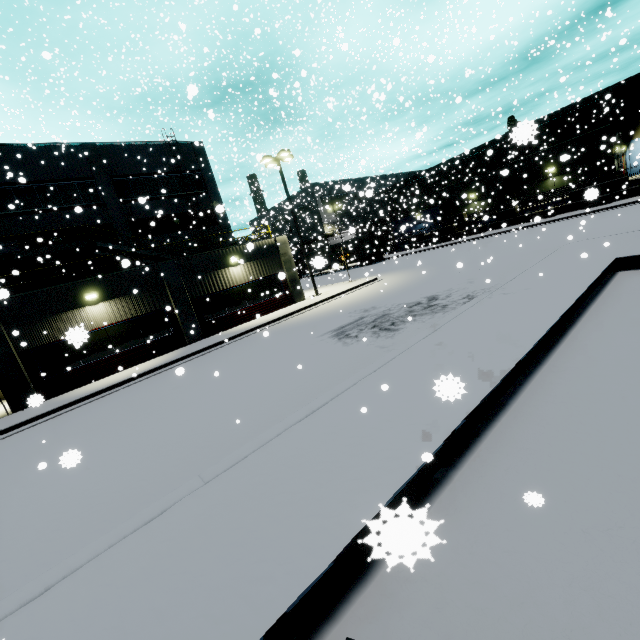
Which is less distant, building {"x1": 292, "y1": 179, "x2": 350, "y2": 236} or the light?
the light

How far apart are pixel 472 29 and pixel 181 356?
20.46m

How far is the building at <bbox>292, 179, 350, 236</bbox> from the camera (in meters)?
40.86

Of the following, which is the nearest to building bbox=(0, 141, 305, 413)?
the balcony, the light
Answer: the balcony

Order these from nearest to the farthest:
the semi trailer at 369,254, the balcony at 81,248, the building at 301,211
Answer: the balcony at 81,248 < the semi trailer at 369,254 < the building at 301,211

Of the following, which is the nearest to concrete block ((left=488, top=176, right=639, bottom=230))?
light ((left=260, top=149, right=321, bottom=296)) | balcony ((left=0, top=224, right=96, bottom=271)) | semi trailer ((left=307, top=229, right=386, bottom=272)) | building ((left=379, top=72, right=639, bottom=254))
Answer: building ((left=379, top=72, right=639, bottom=254))

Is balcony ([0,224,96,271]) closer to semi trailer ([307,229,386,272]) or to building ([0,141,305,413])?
building ([0,141,305,413])

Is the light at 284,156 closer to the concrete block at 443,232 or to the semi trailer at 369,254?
the concrete block at 443,232
